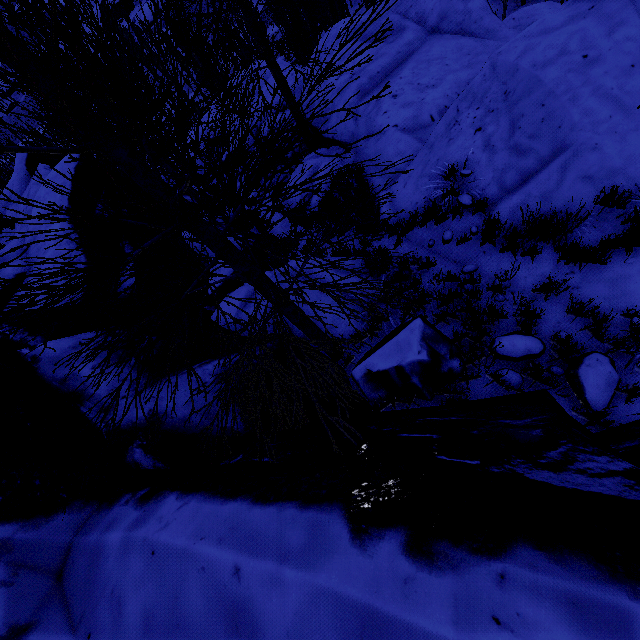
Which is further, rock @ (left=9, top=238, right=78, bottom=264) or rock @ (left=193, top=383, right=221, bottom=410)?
rock @ (left=9, top=238, right=78, bottom=264)

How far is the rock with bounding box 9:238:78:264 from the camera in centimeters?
673cm

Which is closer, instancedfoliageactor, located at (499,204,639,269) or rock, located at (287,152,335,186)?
instancedfoliageactor, located at (499,204,639,269)

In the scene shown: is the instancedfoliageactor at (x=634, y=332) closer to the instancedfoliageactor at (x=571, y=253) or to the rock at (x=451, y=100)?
the rock at (x=451, y=100)

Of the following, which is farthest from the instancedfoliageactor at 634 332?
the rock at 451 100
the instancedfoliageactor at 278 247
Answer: the instancedfoliageactor at 278 247

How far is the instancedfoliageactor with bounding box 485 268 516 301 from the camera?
4.70m

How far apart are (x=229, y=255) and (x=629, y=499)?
2.8 meters

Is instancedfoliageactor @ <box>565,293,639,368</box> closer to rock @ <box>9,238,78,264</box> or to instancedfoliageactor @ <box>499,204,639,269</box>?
rock @ <box>9,238,78,264</box>
